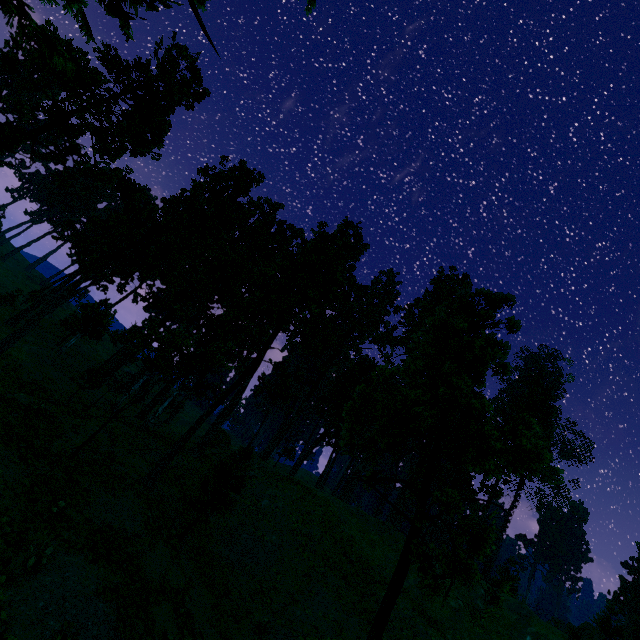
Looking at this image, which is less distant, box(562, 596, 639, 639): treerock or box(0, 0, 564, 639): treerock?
box(0, 0, 564, 639): treerock

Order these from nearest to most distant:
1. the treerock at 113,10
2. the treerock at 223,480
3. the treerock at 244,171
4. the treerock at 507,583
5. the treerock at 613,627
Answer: the treerock at 507,583 → the treerock at 244,171 → the treerock at 223,480 → the treerock at 113,10 → the treerock at 613,627

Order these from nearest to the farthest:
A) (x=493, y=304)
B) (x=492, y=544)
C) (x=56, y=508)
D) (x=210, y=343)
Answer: (x=492, y=544), (x=56, y=508), (x=493, y=304), (x=210, y=343)

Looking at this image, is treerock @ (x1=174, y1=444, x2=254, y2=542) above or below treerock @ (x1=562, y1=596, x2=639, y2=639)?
below

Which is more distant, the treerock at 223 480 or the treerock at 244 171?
the treerock at 223 480

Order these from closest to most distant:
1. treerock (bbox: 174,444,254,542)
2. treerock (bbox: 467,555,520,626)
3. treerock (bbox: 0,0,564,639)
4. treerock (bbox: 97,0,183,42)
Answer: treerock (bbox: 467,555,520,626)
treerock (bbox: 0,0,564,639)
treerock (bbox: 174,444,254,542)
treerock (bbox: 97,0,183,42)
